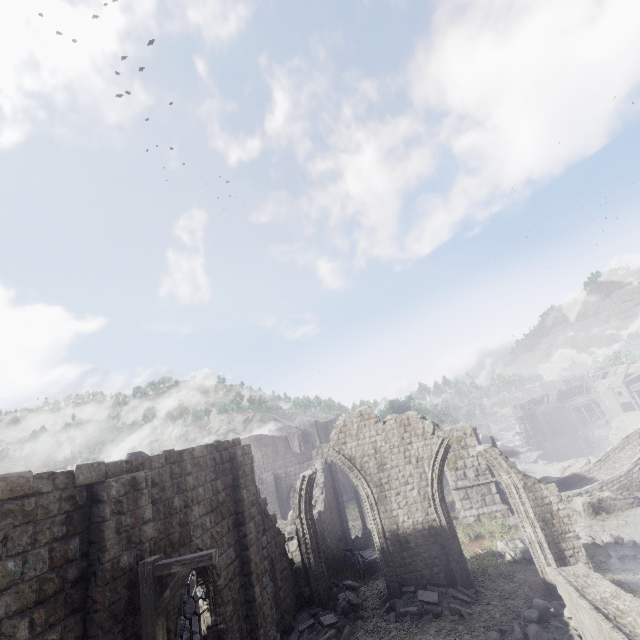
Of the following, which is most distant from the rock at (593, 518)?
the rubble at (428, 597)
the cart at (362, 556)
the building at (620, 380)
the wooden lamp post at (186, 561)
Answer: the wooden lamp post at (186, 561)

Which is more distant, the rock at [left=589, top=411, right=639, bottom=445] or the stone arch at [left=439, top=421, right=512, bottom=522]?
the rock at [left=589, top=411, right=639, bottom=445]

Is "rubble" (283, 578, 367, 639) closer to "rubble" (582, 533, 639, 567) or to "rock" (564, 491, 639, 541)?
"rubble" (582, 533, 639, 567)

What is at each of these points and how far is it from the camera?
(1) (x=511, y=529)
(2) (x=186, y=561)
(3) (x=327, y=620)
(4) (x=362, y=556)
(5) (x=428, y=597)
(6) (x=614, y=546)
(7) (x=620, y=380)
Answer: (1) building base, 18.3 meters
(2) wooden lamp post, 6.0 meters
(3) rubble, 12.0 meters
(4) cart, 17.2 meters
(5) rubble, 12.0 meters
(6) rubble, 16.1 meters
(7) building, 57.5 meters

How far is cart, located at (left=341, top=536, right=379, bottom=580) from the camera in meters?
16.8

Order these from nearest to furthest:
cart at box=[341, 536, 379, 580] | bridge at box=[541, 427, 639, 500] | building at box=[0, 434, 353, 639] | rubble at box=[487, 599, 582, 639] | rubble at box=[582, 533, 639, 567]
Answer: building at box=[0, 434, 353, 639]
rubble at box=[487, 599, 582, 639]
rubble at box=[582, 533, 639, 567]
cart at box=[341, 536, 379, 580]
bridge at box=[541, 427, 639, 500]

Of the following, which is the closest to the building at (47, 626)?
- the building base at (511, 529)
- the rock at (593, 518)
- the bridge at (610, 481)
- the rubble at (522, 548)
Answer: the bridge at (610, 481)

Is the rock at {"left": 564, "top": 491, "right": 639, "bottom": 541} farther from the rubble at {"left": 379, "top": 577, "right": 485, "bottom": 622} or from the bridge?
the rubble at {"left": 379, "top": 577, "right": 485, "bottom": 622}
